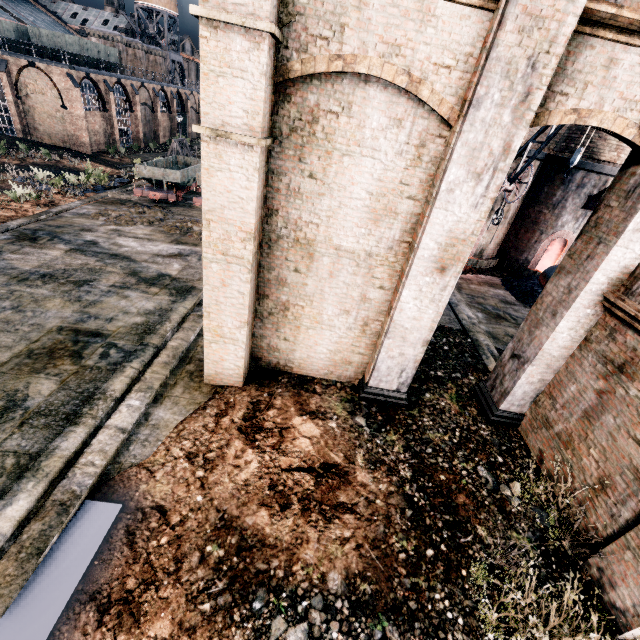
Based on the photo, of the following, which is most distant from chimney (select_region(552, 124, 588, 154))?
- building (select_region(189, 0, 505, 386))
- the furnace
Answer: the furnace

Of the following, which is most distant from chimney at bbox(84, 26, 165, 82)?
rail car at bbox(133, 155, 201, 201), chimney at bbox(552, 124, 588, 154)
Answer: chimney at bbox(552, 124, 588, 154)

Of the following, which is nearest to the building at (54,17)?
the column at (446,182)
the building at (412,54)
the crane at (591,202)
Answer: the building at (412,54)

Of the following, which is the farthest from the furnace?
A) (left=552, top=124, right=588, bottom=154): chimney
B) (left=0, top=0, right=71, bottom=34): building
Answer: (left=0, top=0, right=71, bottom=34): building

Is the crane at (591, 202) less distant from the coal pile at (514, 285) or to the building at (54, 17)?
the coal pile at (514, 285)

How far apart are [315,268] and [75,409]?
6.8m

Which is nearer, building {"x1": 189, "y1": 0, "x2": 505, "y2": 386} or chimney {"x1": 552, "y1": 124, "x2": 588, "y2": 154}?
building {"x1": 189, "y1": 0, "x2": 505, "y2": 386}

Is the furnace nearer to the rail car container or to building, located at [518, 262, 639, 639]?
building, located at [518, 262, 639, 639]
